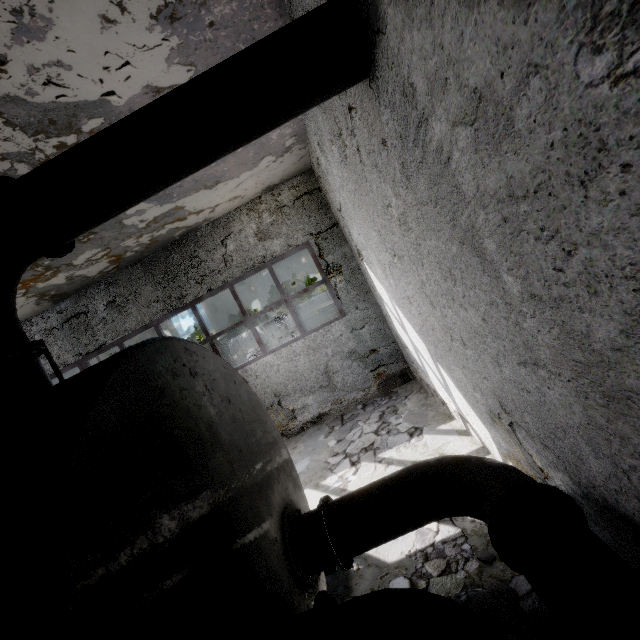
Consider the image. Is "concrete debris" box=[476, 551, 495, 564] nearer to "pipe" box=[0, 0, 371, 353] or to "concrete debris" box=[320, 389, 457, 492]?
"concrete debris" box=[320, 389, 457, 492]

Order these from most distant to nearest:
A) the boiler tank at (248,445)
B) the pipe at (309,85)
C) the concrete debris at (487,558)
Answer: the concrete debris at (487,558)
the pipe at (309,85)
the boiler tank at (248,445)

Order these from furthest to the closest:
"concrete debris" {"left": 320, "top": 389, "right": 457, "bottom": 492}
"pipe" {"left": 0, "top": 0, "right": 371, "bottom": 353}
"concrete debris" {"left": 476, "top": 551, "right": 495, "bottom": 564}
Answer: "concrete debris" {"left": 320, "top": 389, "right": 457, "bottom": 492}
"concrete debris" {"left": 476, "top": 551, "right": 495, "bottom": 564}
"pipe" {"left": 0, "top": 0, "right": 371, "bottom": 353}

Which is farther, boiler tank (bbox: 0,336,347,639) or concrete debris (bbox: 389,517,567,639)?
concrete debris (bbox: 389,517,567,639)

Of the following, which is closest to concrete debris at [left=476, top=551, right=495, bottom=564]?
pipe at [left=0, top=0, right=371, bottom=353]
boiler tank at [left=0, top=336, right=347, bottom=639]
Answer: boiler tank at [left=0, top=336, right=347, bottom=639]

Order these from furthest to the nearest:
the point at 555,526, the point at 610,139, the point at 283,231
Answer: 1. the point at 283,231
2. the point at 555,526
3. the point at 610,139

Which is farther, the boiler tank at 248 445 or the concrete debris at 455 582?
the concrete debris at 455 582

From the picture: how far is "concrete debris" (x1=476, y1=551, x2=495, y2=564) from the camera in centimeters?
344cm
